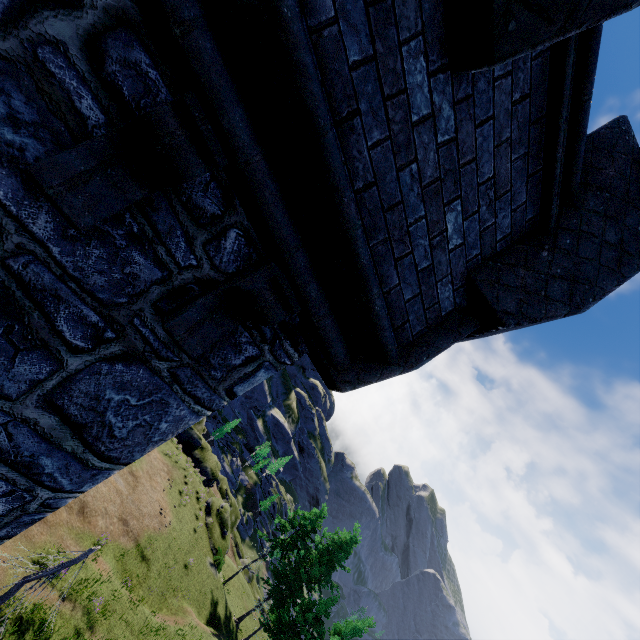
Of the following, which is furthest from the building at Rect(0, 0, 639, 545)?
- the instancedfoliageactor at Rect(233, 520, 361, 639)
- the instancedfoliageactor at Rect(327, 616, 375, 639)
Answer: the instancedfoliageactor at Rect(327, 616, 375, 639)

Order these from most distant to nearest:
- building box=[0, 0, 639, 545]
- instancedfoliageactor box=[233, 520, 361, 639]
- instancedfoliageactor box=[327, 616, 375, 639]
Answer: instancedfoliageactor box=[233, 520, 361, 639] → instancedfoliageactor box=[327, 616, 375, 639] → building box=[0, 0, 639, 545]

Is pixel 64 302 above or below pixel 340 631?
above

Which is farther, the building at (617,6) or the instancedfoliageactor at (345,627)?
the instancedfoliageactor at (345,627)

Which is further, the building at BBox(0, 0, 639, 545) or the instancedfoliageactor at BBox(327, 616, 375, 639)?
the instancedfoliageactor at BBox(327, 616, 375, 639)

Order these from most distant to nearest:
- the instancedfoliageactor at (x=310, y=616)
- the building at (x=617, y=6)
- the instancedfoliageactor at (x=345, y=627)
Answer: the instancedfoliageactor at (x=310, y=616) → the instancedfoliageactor at (x=345, y=627) → the building at (x=617, y=6)

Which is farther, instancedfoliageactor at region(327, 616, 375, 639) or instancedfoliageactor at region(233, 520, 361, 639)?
instancedfoliageactor at region(233, 520, 361, 639)
